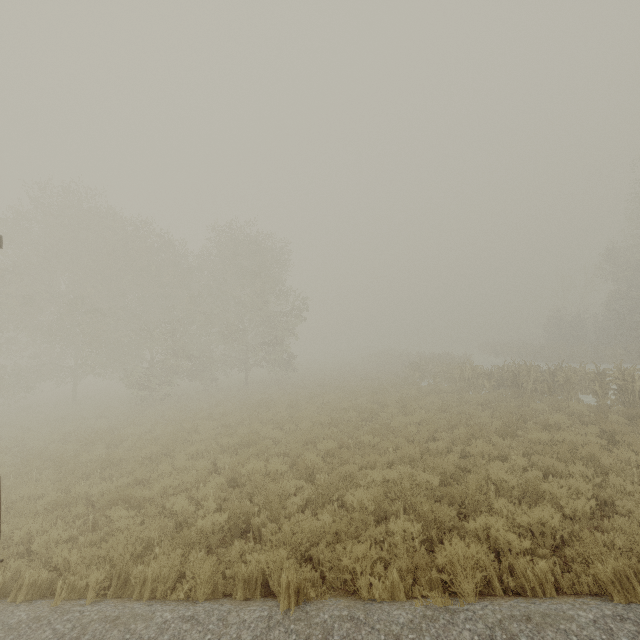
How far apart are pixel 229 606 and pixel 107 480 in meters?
7.2
